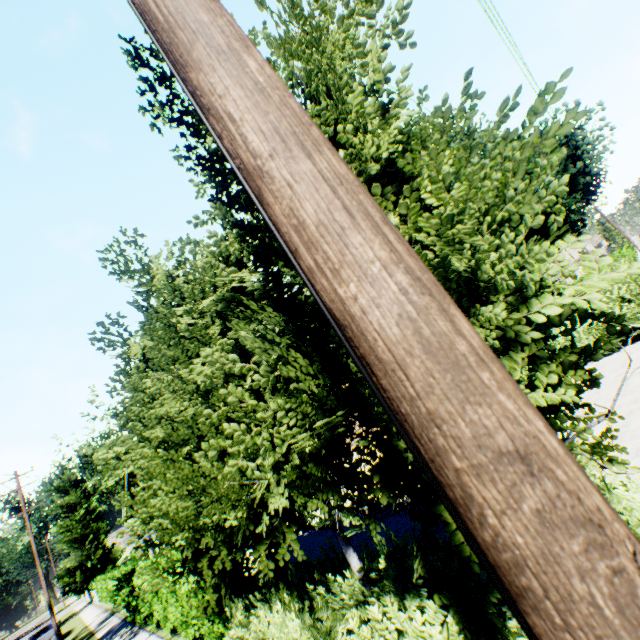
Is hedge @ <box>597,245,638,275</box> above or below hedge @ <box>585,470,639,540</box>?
above

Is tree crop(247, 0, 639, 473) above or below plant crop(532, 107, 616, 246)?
below

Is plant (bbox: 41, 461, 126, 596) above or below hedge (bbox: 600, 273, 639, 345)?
above

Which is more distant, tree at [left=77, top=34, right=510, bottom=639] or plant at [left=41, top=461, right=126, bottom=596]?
plant at [left=41, top=461, right=126, bottom=596]

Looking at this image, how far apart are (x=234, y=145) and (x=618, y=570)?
0.98m

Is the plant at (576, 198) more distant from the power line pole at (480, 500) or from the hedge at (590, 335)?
the power line pole at (480, 500)

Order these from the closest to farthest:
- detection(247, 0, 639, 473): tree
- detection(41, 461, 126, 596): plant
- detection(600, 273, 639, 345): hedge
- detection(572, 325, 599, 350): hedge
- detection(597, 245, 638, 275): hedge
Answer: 1. detection(247, 0, 639, 473): tree
2. detection(600, 273, 639, 345): hedge
3. detection(572, 325, 599, 350): hedge
4. detection(597, 245, 638, 275): hedge
5. detection(41, 461, 126, 596): plant

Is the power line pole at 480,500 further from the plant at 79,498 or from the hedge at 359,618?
the plant at 79,498
